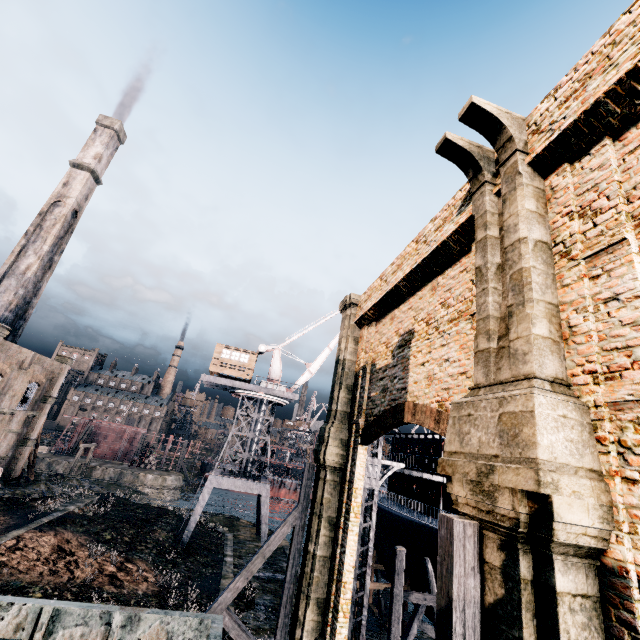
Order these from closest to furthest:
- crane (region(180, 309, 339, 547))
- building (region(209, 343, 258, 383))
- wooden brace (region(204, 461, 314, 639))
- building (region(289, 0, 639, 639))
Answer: building (region(289, 0, 639, 639)), wooden brace (region(204, 461, 314, 639)), crane (region(180, 309, 339, 547)), building (region(209, 343, 258, 383))

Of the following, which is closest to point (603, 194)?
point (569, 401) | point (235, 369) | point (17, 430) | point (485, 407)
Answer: point (569, 401)

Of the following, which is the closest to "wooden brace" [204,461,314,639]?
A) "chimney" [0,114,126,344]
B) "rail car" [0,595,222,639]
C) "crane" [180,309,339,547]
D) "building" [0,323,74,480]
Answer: "rail car" [0,595,222,639]

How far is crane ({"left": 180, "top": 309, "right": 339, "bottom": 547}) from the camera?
30.14m

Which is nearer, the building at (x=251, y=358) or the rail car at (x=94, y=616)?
the rail car at (x=94, y=616)

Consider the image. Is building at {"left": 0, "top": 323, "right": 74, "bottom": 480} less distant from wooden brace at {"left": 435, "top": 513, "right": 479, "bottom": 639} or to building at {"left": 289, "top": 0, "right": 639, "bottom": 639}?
building at {"left": 289, "top": 0, "right": 639, "bottom": 639}

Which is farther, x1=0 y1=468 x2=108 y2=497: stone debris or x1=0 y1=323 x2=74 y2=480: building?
x1=0 y1=468 x2=108 y2=497: stone debris

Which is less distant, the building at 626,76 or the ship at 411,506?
the building at 626,76
